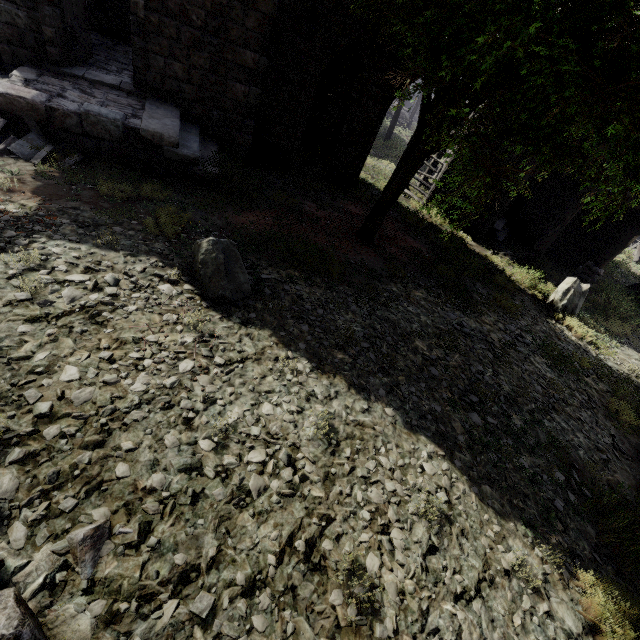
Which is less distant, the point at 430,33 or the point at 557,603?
the point at 557,603

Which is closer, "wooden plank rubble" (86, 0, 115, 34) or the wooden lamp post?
"wooden plank rubble" (86, 0, 115, 34)

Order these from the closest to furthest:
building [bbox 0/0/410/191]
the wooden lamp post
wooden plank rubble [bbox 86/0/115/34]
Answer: building [bbox 0/0/410/191] < wooden plank rubble [bbox 86/0/115/34] < the wooden lamp post

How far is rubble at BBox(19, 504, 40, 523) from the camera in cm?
258

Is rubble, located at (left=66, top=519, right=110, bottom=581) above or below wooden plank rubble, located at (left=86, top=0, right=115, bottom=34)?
below

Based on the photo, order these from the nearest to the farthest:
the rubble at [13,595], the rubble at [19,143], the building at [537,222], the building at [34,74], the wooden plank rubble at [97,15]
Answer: the rubble at [13,595]
the rubble at [19,143]
the building at [34,74]
the wooden plank rubble at [97,15]
the building at [537,222]

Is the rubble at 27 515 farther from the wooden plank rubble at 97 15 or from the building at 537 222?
the wooden plank rubble at 97 15

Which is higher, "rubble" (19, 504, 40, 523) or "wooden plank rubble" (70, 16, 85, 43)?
"wooden plank rubble" (70, 16, 85, 43)
